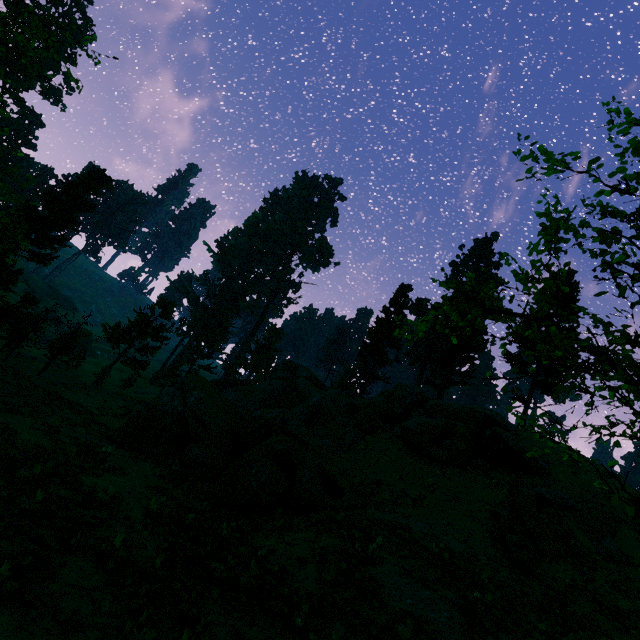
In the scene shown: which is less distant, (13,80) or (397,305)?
(397,305)

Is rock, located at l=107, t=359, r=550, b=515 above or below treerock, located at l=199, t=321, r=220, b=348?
below

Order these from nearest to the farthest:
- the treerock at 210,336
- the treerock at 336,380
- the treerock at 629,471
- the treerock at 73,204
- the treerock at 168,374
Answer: the treerock at 629,471, the treerock at 73,204, the treerock at 168,374, the treerock at 336,380, the treerock at 210,336

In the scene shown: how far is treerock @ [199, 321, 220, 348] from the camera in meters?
58.6

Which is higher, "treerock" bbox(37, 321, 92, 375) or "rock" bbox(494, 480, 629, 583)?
"rock" bbox(494, 480, 629, 583)

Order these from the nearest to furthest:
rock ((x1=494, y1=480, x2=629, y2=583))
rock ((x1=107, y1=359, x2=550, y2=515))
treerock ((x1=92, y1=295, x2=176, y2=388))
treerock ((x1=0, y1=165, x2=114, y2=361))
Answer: rock ((x1=494, y1=480, x2=629, y2=583)) → rock ((x1=107, y1=359, x2=550, y2=515)) → treerock ((x1=0, y1=165, x2=114, y2=361)) → treerock ((x1=92, y1=295, x2=176, y2=388))

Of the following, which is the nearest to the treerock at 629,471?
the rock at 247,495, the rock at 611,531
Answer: the rock at 247,495
